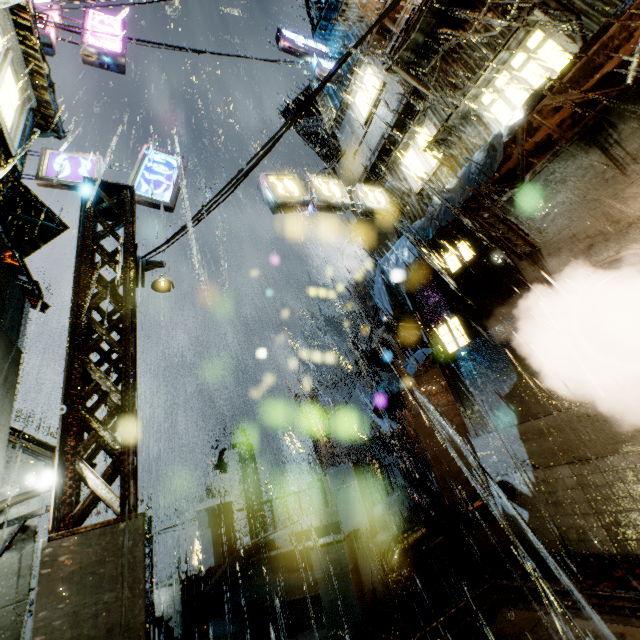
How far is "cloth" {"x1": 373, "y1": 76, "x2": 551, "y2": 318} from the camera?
6.9 meters

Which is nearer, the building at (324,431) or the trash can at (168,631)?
the trash can at (168,631)

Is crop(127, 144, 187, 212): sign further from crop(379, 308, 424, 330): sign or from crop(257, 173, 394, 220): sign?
crop(379, 308, 424, 330): sign

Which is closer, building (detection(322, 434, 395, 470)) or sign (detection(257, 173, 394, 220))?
sign (detection(257, 173, 394, 220))

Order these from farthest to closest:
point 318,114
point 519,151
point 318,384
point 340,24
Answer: point 318,114, point 318,384, point 340,24, point 519,151

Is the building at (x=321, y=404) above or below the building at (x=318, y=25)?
below

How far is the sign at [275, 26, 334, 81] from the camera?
16.3 meters

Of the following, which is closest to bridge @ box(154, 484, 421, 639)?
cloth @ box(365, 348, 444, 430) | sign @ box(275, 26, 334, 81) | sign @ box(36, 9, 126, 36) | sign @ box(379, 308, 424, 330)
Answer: cloth @ box(365, 348, 444, 430)
